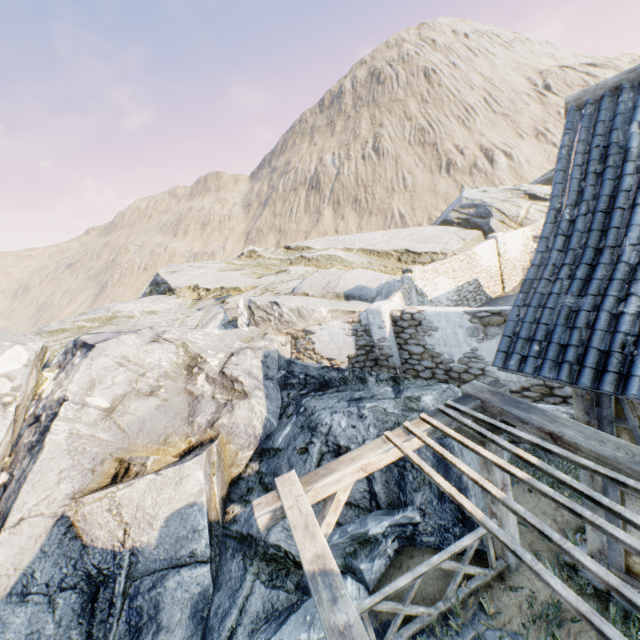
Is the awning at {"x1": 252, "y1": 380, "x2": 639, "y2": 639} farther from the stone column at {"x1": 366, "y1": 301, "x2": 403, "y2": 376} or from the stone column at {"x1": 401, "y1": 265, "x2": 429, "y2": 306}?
the stone column at {"x1": 401, "y1": 265, "x2": 429, "y2": 306}

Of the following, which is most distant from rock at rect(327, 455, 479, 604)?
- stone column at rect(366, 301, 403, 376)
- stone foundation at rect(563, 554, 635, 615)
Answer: stone foundation at rect(563, 554, 635, 615)

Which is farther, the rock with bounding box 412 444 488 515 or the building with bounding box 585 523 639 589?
the rock with bounding box 412 444 488 515

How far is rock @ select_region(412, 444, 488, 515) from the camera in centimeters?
566cm

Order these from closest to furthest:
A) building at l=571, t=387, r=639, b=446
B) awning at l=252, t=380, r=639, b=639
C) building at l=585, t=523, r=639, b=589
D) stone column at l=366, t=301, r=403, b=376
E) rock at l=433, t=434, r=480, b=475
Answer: awning at l=252, t=380, r=639, b=639 < building at l=571, t=387, r=639, b=446 < building at l=585, t=523, r=639, b=589 < rock at l=433, t=434, r=480, b=475 < stone column at l=366, t=301, r=403, b=376

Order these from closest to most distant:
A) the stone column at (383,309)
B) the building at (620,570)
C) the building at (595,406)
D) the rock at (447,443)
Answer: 1. the building at (595,406)
2. the building at (620,570)
3. the rock at (447,443)
4. the stone column at (383,309)

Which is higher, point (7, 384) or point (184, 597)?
point (7, 384)

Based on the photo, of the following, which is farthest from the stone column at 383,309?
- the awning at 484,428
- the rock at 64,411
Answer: the awning at 484,428
